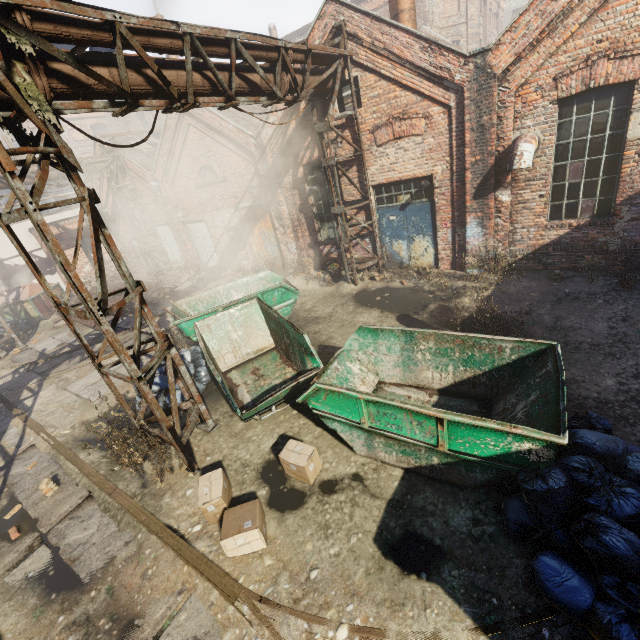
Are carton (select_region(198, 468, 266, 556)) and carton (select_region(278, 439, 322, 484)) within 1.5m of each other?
yes

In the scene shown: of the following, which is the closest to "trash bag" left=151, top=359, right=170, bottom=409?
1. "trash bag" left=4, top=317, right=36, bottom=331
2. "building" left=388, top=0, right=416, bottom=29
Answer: "building" left=388, top=0, right=416, bottom=29

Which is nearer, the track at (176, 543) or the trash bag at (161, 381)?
the track at (176, 543)

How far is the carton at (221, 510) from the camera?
4.2m

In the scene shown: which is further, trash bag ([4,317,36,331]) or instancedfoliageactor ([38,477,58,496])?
trash bag ([4,317,36,331])

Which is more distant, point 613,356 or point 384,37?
point 384,37

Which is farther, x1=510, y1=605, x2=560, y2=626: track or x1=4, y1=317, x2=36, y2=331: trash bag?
x1=4, y1=317, x2=36, y2=331: trash bag

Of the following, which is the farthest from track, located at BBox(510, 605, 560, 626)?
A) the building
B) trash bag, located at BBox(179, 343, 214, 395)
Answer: the building
